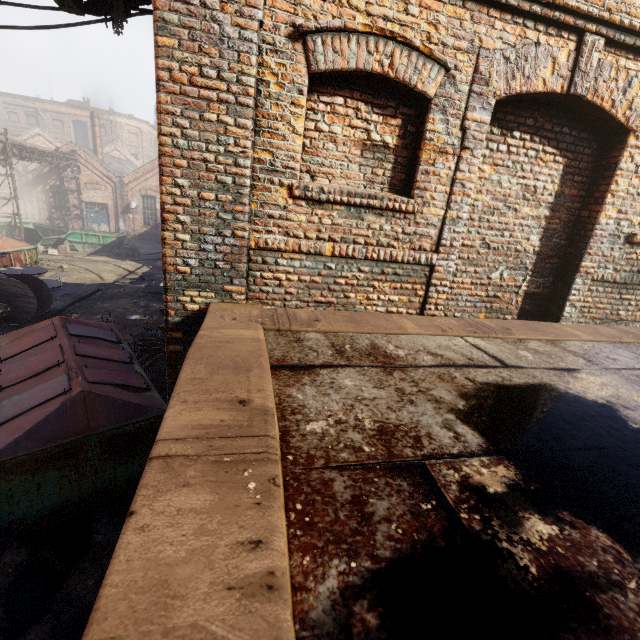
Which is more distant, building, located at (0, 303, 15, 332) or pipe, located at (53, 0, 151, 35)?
building, located at (0, 303, 15, 332)

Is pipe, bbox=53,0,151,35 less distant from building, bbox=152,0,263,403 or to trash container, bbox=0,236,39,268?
building, bbox=152,0,263,403

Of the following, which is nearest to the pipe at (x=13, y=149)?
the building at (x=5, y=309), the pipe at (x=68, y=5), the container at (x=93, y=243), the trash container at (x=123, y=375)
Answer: the building at (x=5, y=309)

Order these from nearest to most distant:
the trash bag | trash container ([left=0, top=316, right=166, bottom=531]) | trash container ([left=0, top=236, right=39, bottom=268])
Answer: trash container ([left=0, top=316, right=166, bottom=531]) → trash container ([left=0, top=236, right=39, bottom=268]) → the trash bag

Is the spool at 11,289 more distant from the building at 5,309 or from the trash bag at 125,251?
the trash bag at 125,251

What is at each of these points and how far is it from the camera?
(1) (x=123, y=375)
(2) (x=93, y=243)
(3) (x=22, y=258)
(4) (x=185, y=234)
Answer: (1) trash container, 5.8 meters
(2) container, 22.8 meters
(3) trash container, 15.4 meters
(4) building, 3.1 meters

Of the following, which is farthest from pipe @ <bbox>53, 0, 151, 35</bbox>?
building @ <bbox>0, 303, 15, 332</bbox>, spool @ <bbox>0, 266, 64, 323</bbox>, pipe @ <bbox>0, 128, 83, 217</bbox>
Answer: pipe @ <bbox>0, 128, 83, 217</bbox>

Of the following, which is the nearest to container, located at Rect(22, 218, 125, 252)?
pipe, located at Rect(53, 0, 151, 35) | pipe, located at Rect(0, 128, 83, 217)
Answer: pipe, located at Rect(0, 128, 83, 217)
